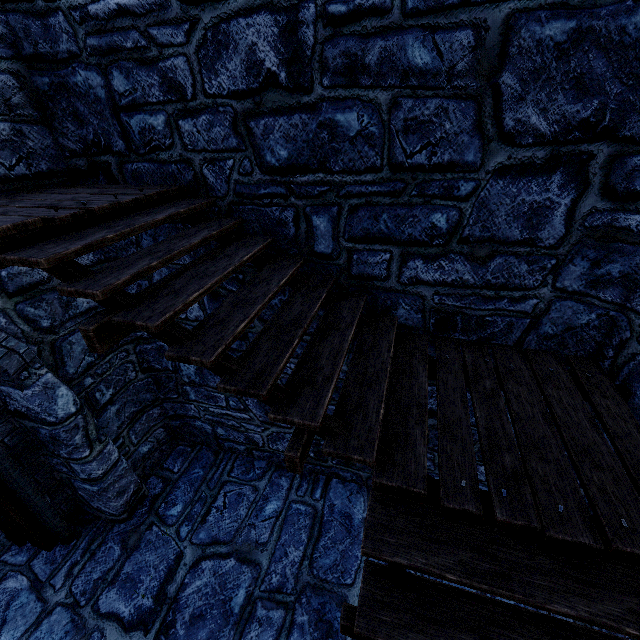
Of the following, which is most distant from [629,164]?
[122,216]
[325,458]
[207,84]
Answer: [325,458]
